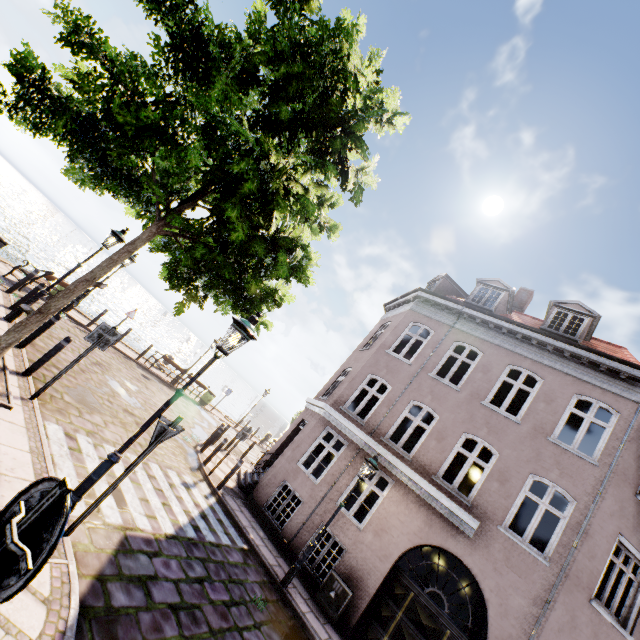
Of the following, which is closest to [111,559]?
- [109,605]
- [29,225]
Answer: [109,605]

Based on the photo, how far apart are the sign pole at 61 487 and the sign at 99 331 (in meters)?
5.87

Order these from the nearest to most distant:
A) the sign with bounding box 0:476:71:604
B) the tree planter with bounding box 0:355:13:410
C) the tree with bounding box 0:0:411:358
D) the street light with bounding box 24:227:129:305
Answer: the sign with bounding box 0:476:71:604 → the tree with bounding box 0:0:411:358 → the tree planter with bounding box 0:355:13:410 → the street light with bounding box 24:227:129:305

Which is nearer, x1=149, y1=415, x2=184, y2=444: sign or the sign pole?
the sign pole

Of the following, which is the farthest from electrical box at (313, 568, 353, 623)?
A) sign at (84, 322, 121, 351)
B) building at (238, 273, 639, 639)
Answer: Result: sign at (84, 322, 121, 351)

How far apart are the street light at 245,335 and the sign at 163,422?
0.1m

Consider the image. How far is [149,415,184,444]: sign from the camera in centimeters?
457cm

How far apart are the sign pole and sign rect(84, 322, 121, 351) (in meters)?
5.87
